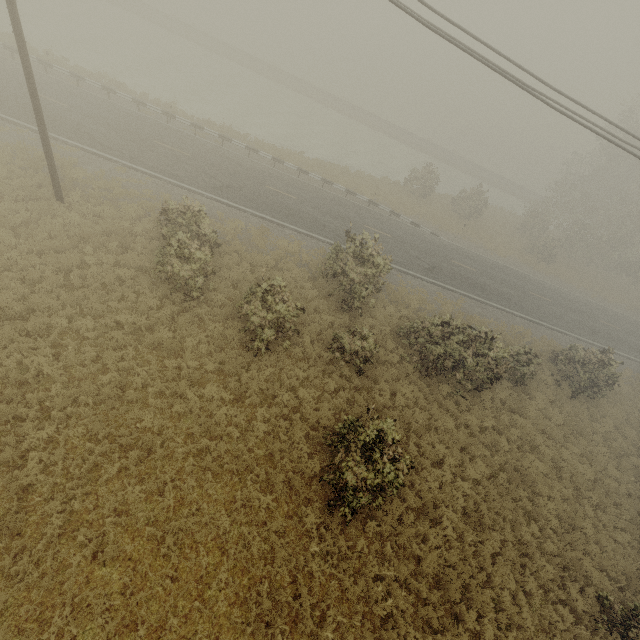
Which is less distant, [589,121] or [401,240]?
[589,121]
